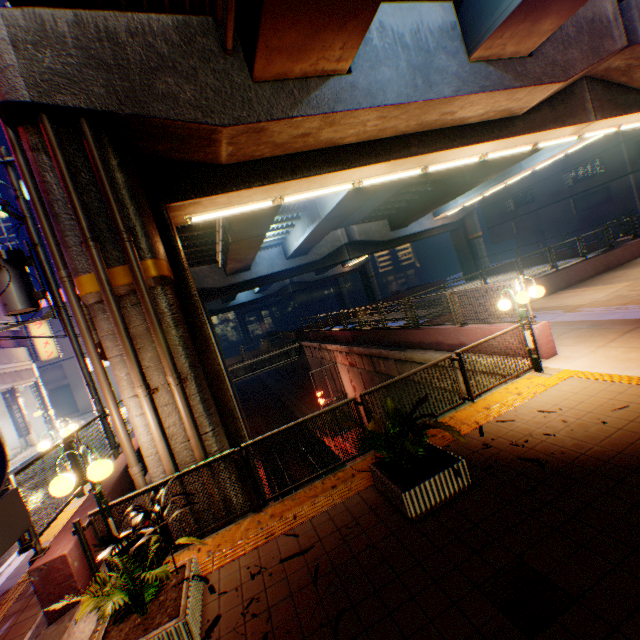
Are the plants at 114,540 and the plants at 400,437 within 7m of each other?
yes

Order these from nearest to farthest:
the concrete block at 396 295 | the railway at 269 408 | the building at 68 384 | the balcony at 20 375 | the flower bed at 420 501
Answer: the flower bed at 420 501, the balcony at 20 375, the railway at 269 408, the building at 68 384, the concrete block at 396 295

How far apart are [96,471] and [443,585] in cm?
460

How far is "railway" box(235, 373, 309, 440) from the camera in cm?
3169

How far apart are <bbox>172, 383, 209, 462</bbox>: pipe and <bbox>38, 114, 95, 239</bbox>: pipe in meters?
0.3 m

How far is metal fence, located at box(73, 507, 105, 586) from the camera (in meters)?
4.85

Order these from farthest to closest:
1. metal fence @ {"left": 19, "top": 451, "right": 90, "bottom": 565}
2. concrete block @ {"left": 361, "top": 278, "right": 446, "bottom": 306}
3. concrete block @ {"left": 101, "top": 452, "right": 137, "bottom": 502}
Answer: concrete block @ {"left": 361, "top": 278, "right": 446, "bottom": 306} < concrete block @ {"left": 101, "top": 452, "right": 137, "bottom": 502} < metal fence @ {"left": 19, "top": 451, "right": 90, "bottom": 565}

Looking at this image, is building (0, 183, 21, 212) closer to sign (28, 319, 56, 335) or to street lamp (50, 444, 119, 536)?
sign (28, 319, 56, 335)
